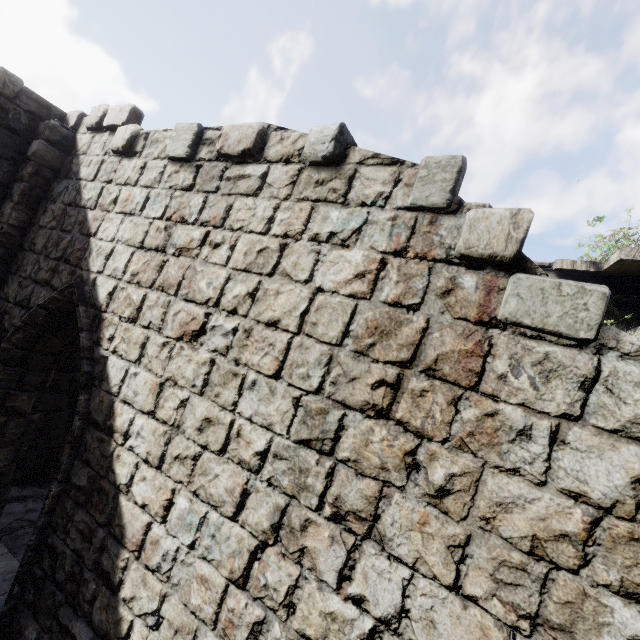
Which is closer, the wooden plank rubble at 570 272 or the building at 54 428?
the building at 54 428

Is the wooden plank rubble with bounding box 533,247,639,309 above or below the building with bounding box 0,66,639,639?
above

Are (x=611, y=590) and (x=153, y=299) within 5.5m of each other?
yes

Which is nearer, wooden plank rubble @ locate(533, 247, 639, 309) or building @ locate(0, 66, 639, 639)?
building @ locate(0, 66, 639, 639)

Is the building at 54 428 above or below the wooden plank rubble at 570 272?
below
